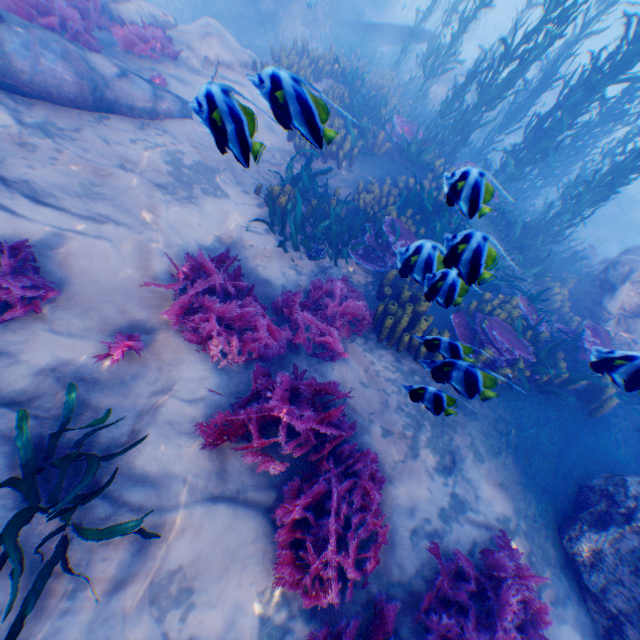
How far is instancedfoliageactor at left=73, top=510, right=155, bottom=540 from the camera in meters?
2.7

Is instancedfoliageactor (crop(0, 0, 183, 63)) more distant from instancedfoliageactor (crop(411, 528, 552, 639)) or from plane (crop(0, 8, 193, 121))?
instancedfoliageactor (crop(411, 528, 552, 639))

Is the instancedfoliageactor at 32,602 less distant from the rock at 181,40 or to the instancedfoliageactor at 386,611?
the instancedfoliageactor at 386,611

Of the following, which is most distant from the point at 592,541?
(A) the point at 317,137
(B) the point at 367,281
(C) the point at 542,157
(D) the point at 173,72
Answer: (D) the point at 173,72

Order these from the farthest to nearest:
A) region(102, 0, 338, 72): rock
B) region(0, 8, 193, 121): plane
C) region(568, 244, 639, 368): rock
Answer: region(102, 0, 338, 72): rock < region(568, 244, 639, 368): rock < region(0, 8, 193, 121): plane

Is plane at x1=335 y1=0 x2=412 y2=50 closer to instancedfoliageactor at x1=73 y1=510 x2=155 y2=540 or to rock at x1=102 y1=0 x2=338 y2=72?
rock at x1=102 y1=0 x2=338 y2=72

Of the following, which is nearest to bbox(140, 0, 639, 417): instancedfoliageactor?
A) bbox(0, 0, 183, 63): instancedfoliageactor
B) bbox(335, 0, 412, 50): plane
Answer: bbox(335, 0, 412, 50): plane

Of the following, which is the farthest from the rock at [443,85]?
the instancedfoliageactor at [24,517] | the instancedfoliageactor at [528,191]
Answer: the instancedfoliageactor at [24,517]
